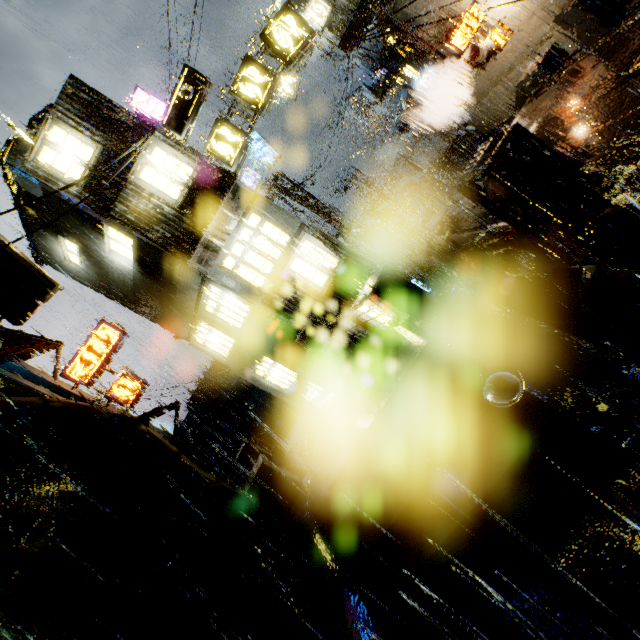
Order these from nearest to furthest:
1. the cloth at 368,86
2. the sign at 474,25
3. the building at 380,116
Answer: the sign at 474,25
the cloth at 368,86
the building at 380,116

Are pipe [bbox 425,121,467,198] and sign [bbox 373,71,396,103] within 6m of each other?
yes

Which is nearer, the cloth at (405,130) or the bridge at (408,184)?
the cloth at (405,130)

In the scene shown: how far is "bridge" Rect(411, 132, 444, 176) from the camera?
24.8 meters

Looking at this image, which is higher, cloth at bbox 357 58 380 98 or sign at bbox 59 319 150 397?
sign at bbox 59 319 150 397

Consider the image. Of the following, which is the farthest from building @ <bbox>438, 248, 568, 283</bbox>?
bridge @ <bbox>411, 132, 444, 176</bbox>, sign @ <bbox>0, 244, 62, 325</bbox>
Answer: sign @ <bbox>0, 244, 62, 325</bbox>

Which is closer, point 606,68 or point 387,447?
point 387,447

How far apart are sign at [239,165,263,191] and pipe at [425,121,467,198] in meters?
9.7
